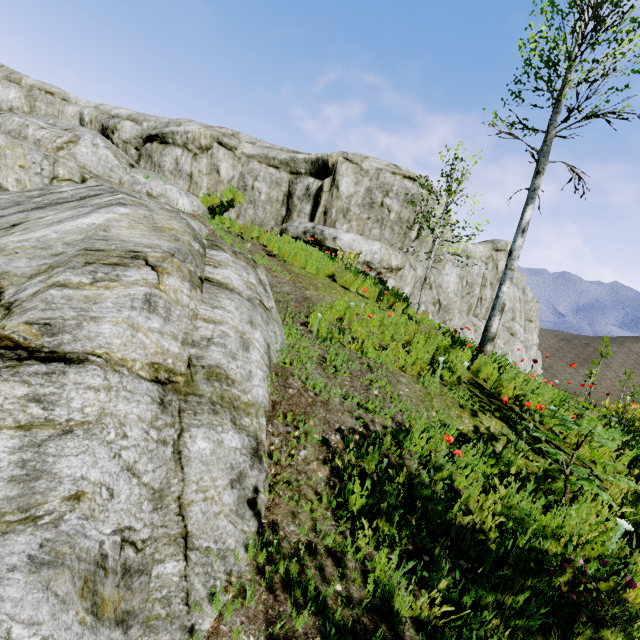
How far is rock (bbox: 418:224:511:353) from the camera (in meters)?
15.84

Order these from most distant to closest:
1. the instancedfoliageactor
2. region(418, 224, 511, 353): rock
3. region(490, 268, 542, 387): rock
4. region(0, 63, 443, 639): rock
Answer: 1. region(418, 224, 511, 353): rock
2. region(490, 268, 542, 387): rock
3. the instancedfoliageactor
4. region(0, 63, 443, 639): rock

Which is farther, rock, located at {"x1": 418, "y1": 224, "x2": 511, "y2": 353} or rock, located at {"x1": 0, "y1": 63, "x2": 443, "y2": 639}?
rock, located at {"x1": 418, "y1": 224, "x2": 511, "y2": 353}

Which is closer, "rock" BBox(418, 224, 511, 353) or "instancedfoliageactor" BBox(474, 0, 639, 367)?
"instancedfoliageactor" BBox(474, 0, 639, 367)

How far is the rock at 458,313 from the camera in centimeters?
1584cm

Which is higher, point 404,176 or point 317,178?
point 404,176

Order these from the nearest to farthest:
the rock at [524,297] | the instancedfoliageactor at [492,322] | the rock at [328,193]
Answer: the rock at [328,193], the instancedfoliageactor at [492,322], the rock at [524,297]
